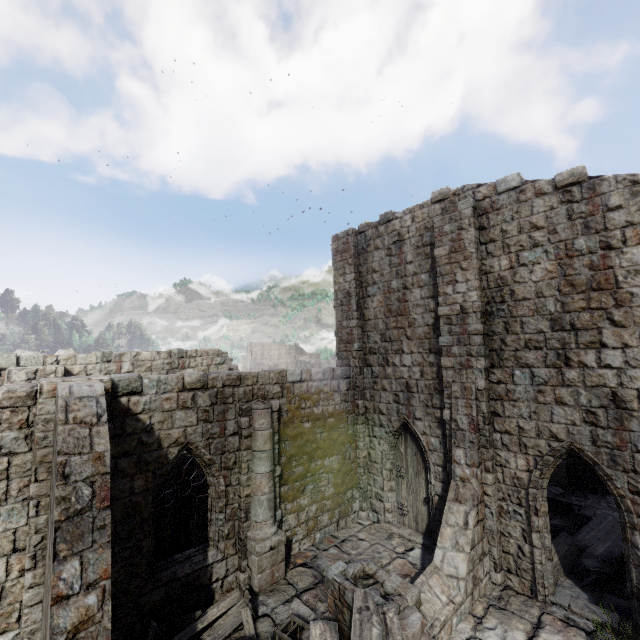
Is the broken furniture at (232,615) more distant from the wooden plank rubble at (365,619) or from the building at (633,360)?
the wooden plank rubble at (365,619)

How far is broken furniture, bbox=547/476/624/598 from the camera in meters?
8.9 m

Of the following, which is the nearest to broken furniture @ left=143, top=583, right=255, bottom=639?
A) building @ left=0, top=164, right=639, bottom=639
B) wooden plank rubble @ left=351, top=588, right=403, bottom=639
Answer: building @ left=0, top=164, right=639, bottom=639

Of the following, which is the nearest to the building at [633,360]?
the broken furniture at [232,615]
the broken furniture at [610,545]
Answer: the broken furniture at [232,615]

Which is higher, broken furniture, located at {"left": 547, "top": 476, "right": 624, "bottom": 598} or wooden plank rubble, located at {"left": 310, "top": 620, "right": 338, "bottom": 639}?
wooden plank rubble, located at {"left": 310, "top": 620, "right": 338, "bottom": 639}

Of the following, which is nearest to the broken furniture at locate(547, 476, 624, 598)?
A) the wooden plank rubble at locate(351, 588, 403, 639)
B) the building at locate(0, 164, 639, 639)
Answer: the building at locate(0, 164, 639, 639)

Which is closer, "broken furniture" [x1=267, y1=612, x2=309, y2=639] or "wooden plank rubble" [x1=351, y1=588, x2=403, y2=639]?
"wooden plank rubble" [x1=351, y1=588, x2=403, y2=639]

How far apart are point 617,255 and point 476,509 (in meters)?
7.45
